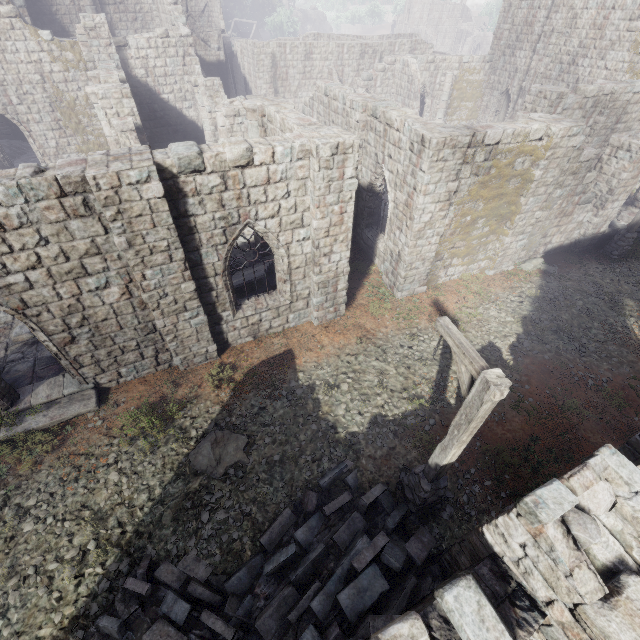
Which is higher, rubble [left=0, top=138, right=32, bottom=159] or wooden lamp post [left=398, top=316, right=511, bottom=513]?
wooden lamp post [left=398, top=316, right=511, bottom=513]

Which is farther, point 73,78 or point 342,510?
point 73,78

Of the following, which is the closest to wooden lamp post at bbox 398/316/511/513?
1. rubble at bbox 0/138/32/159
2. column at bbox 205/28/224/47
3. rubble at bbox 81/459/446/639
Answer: rubble at bbox 81/459/446/639

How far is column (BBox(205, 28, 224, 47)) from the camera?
32.9 meters

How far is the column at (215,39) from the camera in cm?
3294

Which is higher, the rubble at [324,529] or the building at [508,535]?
the building at [508,535]

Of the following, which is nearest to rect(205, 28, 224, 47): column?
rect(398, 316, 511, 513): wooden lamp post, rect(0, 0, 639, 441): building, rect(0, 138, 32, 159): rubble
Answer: rect(0, 0, 639, 441): building

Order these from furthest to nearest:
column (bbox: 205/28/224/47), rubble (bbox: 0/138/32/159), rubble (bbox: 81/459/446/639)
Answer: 1. column (bbox: 205/28/224/47)
2. rubble (bbox: 0/138/32/159)
3. rubble (bbox: 81/459/446/639)
